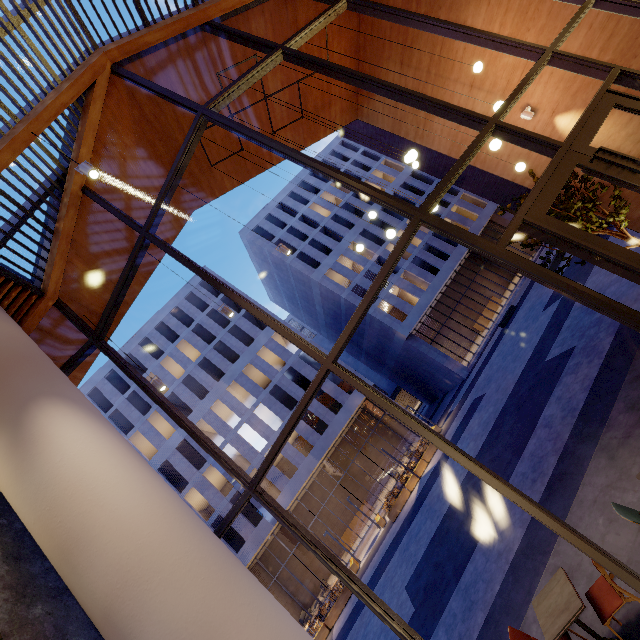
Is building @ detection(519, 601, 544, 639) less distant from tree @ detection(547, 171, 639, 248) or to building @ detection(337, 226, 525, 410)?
tree @ detection(547, 171, 639, 248)

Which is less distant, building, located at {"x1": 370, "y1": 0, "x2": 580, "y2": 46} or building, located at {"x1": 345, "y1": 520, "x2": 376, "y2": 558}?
building, located at {"x1": 370, "y1": 0, "x2": 580, "y2": 46}

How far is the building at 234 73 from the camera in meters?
7.5 m

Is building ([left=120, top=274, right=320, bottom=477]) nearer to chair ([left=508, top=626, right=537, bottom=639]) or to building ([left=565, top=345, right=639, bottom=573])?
building ([left=565, top=345, right=639, bottom=573])

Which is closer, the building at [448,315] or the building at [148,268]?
the building at [148,268]

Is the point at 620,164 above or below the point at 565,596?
above

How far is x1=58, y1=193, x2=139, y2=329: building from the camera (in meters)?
6.65

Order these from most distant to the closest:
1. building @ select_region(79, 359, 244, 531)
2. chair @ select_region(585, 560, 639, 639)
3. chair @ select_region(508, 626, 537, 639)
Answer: building @ select_region(79, 359, 244, 531) < chair @ select_region(508, 626, 537, 639) < chair @ select_region(585, 560, 639, 639)
